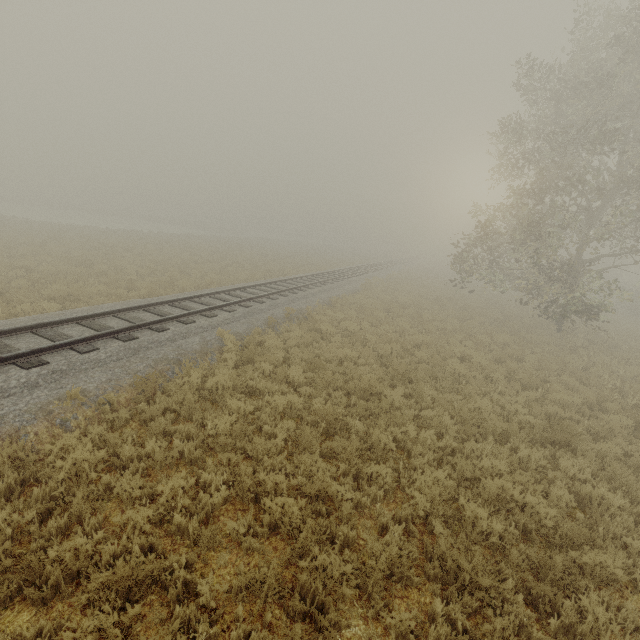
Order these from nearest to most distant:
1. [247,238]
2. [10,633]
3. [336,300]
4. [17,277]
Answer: [10,633], [17,277], [336,300], [247,238]
